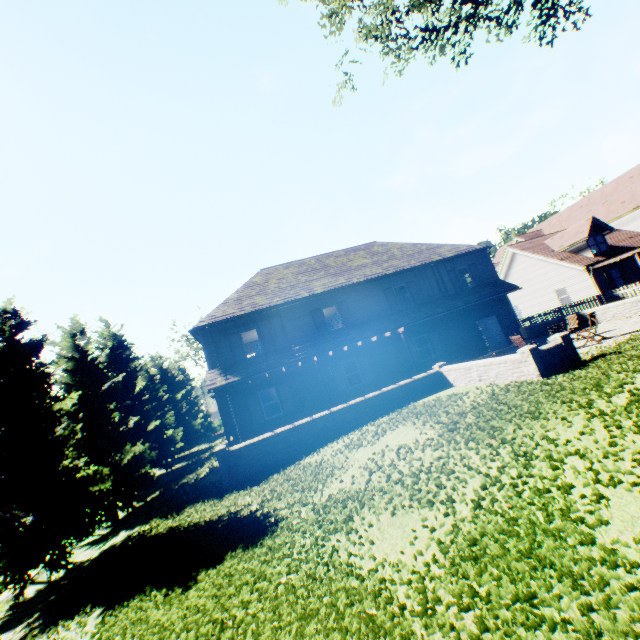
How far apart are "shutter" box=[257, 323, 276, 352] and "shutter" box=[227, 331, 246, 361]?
1.0 meters

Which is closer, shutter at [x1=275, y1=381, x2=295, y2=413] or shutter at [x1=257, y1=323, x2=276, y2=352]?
shutter at [x1=275, y1=381, x2=295, y2=413]

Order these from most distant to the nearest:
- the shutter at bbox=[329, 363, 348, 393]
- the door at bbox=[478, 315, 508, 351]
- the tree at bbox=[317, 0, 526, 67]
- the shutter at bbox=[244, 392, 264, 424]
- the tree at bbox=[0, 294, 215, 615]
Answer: the door at bbox=[478, 315, 508, 351] → the shutter at bbox=[329, 363, 348, 393] → the shutter at bbox=[244, 392, 264, 424] → the tree at bbox=[0, 294, 215, 615] → the tree at bbox=[317, 0, 526, 67]

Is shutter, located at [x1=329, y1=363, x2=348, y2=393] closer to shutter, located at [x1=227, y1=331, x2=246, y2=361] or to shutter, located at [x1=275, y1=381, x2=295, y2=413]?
shutter, located at [x1=275, y1=381, x2=295, y2=413]

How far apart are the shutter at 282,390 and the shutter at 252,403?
1.0 meters

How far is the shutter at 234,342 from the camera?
17.8m

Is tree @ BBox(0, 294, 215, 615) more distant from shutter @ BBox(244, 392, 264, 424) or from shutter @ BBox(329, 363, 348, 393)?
shutter @ BBox(329, 363, 348, 393)

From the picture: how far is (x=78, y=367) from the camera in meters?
17.4
